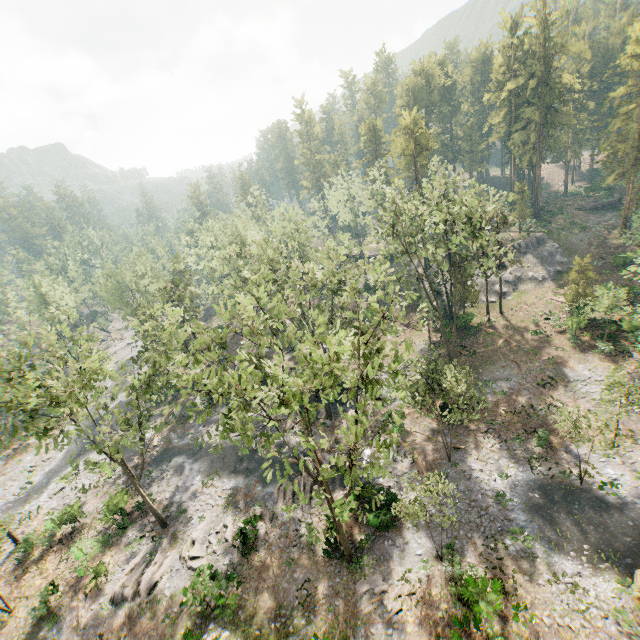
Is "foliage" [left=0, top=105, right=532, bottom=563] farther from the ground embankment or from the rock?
the ground embankment

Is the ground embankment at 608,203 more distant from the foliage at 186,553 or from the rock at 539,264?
the rock at 539,264

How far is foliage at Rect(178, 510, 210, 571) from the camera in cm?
2414

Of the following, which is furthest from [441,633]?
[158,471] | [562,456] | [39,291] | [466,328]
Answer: [39,291]

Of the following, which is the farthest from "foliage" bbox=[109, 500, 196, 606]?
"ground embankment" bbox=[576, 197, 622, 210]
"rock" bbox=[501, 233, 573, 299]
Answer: "ground embankment" bbox=[576, 197, 622, 210]

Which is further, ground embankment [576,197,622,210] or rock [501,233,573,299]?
ground embankment [576,197,622,210]

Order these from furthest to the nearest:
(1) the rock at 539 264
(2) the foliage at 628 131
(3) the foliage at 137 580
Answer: (1) the rock at 539 264 < (2) the foliage at 628 131 < (3) the foliage at 137 580
